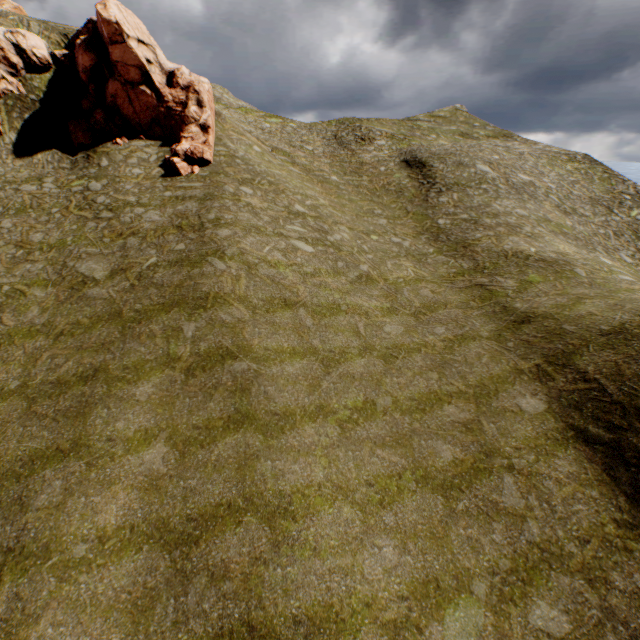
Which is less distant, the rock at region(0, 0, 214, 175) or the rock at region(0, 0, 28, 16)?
the rock at region(0, 0, 214, 175)

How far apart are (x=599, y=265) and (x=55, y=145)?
38.7 meters

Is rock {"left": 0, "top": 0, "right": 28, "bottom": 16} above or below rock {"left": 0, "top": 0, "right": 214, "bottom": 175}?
above

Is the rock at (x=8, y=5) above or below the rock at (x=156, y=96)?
above

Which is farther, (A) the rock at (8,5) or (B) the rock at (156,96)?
(A) the rock at (8,5)
